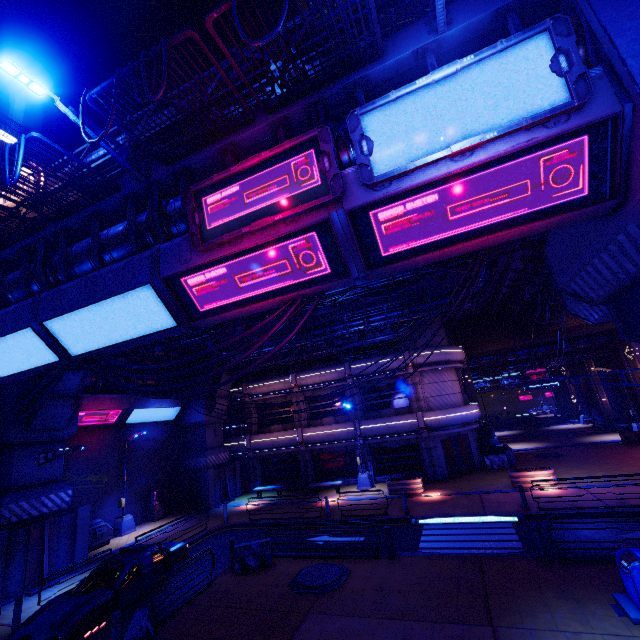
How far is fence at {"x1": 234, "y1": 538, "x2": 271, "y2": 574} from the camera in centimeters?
1273cm

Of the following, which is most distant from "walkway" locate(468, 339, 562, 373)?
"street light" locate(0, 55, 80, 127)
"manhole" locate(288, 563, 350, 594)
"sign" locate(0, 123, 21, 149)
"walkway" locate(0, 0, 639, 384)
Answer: "sign" locate(0, 123, 21, 149)

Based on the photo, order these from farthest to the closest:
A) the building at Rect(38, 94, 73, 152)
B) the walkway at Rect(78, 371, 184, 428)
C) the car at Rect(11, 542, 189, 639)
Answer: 1. the building at Rect(38, 94, 73, 152)
2. the walkway at Rect(78, 371, 184, 428)
3. the car at Rect(11, 542, 189, 639)

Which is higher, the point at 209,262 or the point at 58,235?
the point at 58,235

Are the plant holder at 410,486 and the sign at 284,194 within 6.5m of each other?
no

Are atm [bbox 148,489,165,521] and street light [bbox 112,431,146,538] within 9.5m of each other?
yes

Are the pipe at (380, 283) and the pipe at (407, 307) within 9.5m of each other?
yes

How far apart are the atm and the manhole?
15.73m
